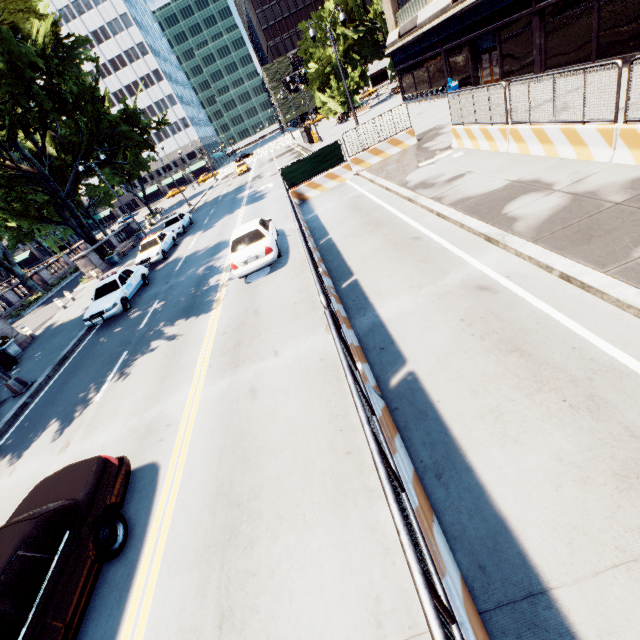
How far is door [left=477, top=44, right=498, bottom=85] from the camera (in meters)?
20.75

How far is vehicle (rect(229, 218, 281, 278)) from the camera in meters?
11.7

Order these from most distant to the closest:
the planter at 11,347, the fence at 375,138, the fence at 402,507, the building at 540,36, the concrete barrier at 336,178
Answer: the fence at 375,138 < the planter at 11,347 < the building at 540,36 < the concrete barrier at 336,178 < the fence at 402,507

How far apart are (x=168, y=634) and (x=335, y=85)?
54.6 meters

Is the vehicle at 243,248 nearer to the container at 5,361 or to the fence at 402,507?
the fence at 402,507

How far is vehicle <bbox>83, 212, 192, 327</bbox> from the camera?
15.0 meters

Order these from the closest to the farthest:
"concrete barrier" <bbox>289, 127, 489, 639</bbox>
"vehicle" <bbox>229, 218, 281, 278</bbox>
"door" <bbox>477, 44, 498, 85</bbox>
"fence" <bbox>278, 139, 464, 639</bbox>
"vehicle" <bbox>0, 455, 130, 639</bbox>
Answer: "fence" <bbox>278, 139, 464, 639</bbox> < "concrete barrier" <bbox>289, 127, 489, 639</bbox> < "vehicle" <bbox>0, 455, 130, 639</bbox> < "vehicle" <bbox>229, 218, 281, 278</bbox> < "door" <bbox>477, 44, 498, 85</bbox>

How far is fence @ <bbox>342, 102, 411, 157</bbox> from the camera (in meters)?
17.56
